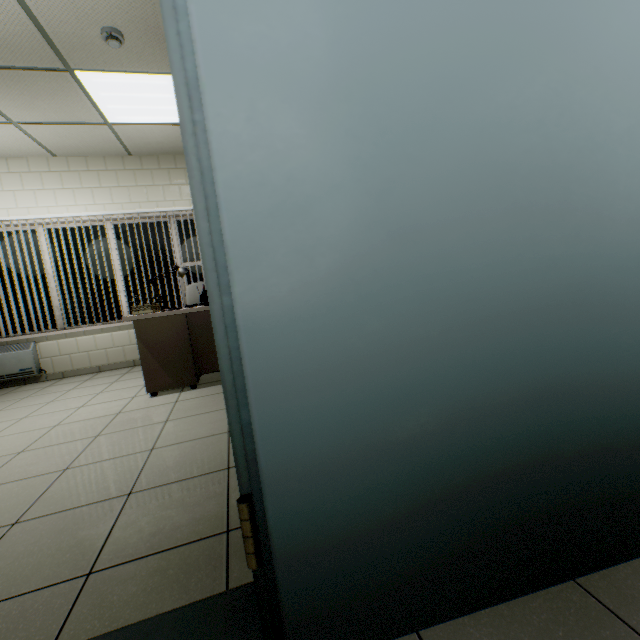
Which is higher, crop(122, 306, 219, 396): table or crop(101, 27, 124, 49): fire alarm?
crop(101, 27, 124, 49): fire alarm

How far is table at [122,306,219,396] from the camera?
3.3 meters

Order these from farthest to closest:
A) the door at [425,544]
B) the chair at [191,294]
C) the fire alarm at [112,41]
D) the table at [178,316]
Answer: the chair at [191,294] < the table at [178,316] < the fire alarm at [112,41] < the door at [425,544]

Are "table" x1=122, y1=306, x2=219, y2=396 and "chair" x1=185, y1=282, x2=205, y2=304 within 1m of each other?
yes

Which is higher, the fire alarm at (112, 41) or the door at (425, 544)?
the fire alarm at (112, 41)

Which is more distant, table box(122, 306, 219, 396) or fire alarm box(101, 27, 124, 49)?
table box(122, 306, 219, 396)

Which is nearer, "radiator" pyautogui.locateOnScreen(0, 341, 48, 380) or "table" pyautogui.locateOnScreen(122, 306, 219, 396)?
"table" pyautogui.locateOnScreen(122, 306, 219, 396)

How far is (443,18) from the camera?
0.71m
